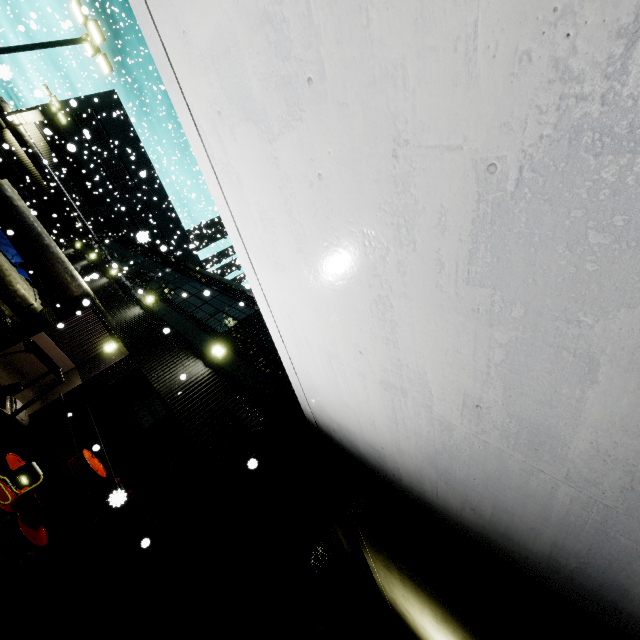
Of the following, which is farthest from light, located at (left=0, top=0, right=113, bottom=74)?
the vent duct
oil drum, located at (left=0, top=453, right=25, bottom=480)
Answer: oil drum, located at (left=0, top=453, right=25, bottom=480)

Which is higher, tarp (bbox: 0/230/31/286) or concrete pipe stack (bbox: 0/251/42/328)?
tarp (bbox: 0/230/31/286)

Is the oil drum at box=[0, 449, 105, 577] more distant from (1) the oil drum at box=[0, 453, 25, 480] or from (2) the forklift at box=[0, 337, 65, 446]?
(2) the forklift at box=[0, 337, 65, 446]

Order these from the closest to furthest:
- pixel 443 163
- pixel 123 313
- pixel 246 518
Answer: pixel 443 163
pixel 246 518
pixel 123 313

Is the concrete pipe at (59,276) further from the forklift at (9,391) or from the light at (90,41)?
the light at (90,41)

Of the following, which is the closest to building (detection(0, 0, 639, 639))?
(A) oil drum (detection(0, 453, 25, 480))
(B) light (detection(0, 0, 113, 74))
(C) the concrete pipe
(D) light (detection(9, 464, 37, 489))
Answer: (C) the concrete pipe

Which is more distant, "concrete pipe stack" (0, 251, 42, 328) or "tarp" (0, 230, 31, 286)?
"tarp" (0, 230, 31, 286)

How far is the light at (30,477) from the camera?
5.0 meters
